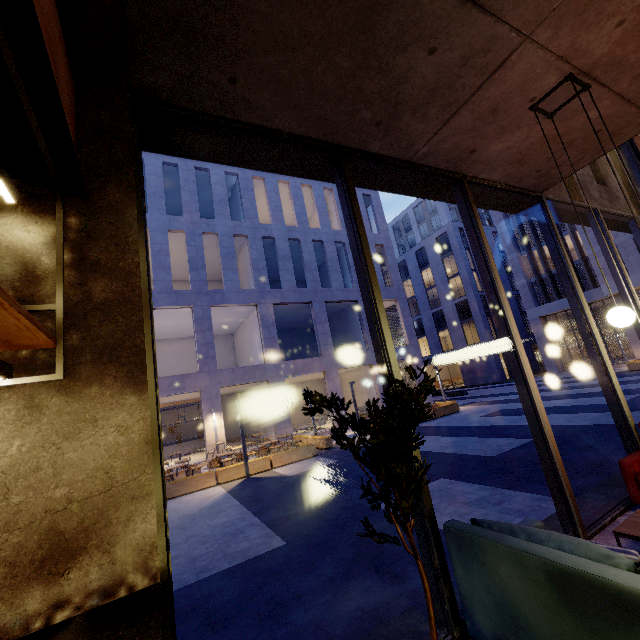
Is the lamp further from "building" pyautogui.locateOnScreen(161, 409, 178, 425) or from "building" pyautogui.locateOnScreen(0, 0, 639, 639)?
"building" pyautogui.locateOnScreen(161, 409, 178, 425)

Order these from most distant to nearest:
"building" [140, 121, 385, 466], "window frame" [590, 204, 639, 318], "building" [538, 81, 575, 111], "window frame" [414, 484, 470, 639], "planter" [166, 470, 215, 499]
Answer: "building" [140, 121, 385, 466] → "planter" [166, 470, 215, 499] → "window frame" [590, 204, 639, 318] → "building" [538, 81, 575, 111] → "window frame" [414, 484, 470, 639]

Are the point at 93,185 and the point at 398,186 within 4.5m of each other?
yes

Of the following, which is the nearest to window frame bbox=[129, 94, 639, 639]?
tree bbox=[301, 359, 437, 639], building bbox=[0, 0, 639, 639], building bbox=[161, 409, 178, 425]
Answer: building bbox=[0, 0, 639, 639]

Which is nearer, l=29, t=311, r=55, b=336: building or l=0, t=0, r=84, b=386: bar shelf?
l=0, t=0, r=84, b=386: bar shelf

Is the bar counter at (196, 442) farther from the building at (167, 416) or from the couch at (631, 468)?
the couch at (631, 468)

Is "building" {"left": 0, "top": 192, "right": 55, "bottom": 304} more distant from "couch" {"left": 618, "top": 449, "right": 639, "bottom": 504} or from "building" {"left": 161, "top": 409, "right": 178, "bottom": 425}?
"building" {"left": 161, "top": 409, "right": 178, "bottom": 425}

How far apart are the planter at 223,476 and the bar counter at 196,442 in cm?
1161
